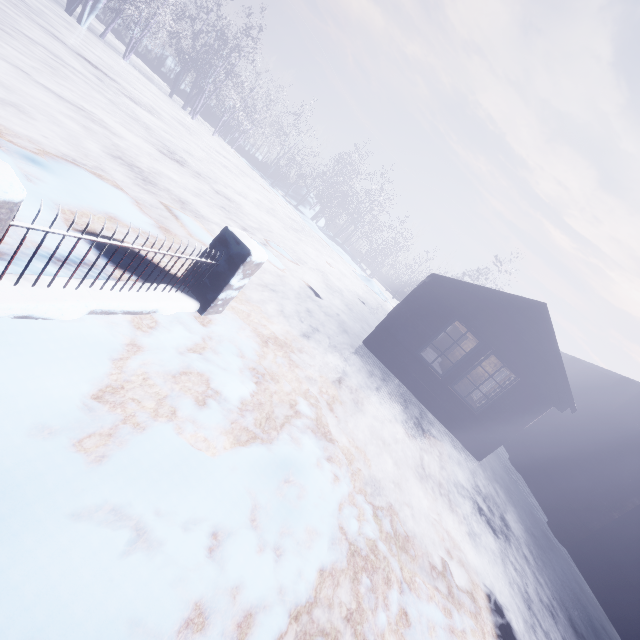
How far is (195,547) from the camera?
1.67m
